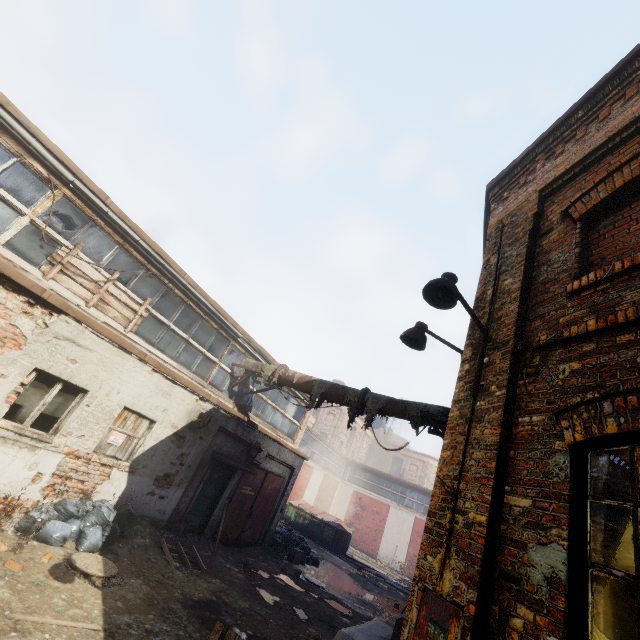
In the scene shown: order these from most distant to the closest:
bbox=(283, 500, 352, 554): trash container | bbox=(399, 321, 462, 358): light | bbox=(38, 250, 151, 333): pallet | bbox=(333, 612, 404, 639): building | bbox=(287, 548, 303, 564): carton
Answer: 1. bbox=(283, 500, 352, 554): trash container
2. bbox=(287, 548, 303, 564): carton
3. bbox=(38, 250, 151, 333): pallet
4. bbox=(333, 612, 404, 639): building
5. bbox=(399, 321, 462, 358): light

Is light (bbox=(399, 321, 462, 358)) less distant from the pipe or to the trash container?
the pipe

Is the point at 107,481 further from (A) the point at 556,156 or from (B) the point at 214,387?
(A) the point at 556,156

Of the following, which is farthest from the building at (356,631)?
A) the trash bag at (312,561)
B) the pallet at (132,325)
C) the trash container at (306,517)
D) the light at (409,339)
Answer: the trash container at (306,517)

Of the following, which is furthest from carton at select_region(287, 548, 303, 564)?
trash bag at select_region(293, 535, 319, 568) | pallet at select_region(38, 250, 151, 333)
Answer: pallet at select_region(38, 250, 151, 333)

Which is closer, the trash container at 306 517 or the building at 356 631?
the building at 356 631

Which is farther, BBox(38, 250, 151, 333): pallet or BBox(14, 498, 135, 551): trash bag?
BBox(38, 250, 151, 333): pallet

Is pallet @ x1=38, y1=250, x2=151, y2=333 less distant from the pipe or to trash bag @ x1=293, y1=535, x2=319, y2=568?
the pipe
